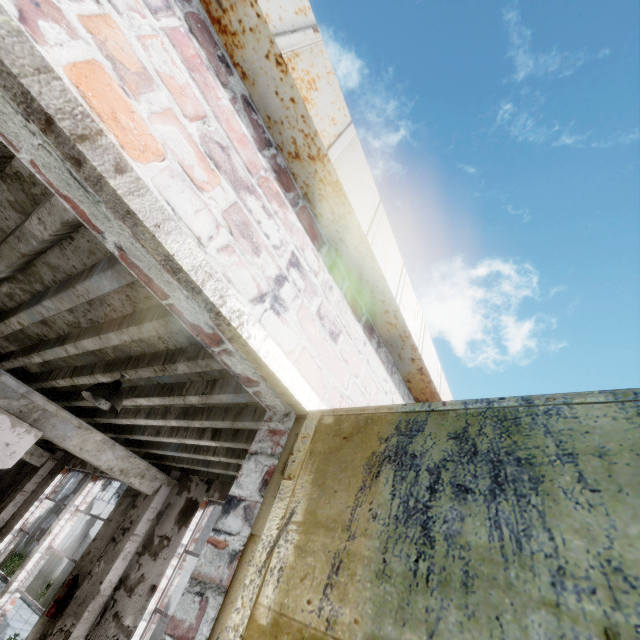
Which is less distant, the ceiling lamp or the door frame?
the door frame

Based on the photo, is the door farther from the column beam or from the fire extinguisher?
the fire extinguisher

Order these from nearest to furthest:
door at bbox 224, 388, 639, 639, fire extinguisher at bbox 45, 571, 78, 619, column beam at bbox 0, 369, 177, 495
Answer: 1. door at bbox 224, 388, 639, 639
2. column beam at bbox 0, 369, 177, 495
3. fire extinguisher at bbox 45, 571, 78, 619

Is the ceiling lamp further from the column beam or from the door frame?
the door frame

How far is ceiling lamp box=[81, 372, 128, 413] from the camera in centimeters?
341cm

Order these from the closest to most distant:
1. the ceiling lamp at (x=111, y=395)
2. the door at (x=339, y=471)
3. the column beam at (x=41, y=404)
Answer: the door at (x=339, y=471), the ceiling lamp at (x=111, y=395), the column beam at (x=41, y=404)

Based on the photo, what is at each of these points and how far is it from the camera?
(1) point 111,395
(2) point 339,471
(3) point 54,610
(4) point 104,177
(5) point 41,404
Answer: (1) ceiling lamp, 3.5m
(2) door, 1.2m
(3) fire extinguisher, 5.5m
(4) door frame, 1.0m
(5) column beam, 5.0m

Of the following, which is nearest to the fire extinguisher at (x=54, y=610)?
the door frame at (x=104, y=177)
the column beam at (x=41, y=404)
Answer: the column beam at (x=41, y=404)
